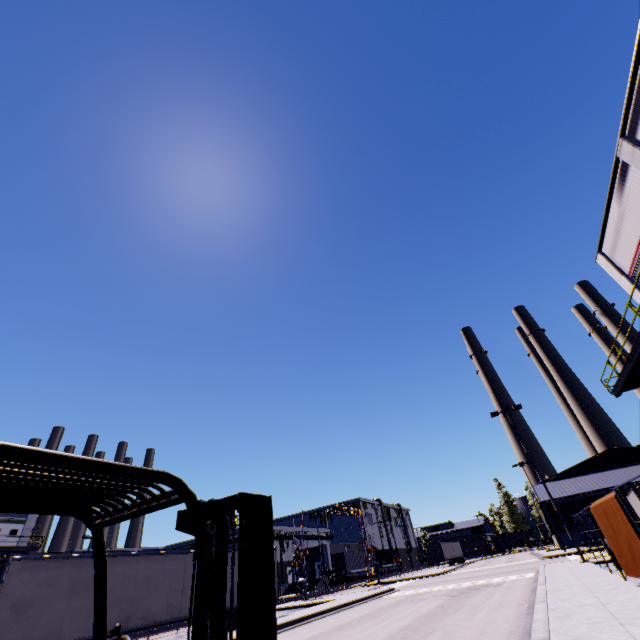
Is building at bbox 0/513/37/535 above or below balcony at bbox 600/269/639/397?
above

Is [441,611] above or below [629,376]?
below

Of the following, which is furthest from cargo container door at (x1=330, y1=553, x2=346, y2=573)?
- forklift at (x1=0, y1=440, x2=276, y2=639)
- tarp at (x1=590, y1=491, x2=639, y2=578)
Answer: forklift at (x1=0, y1=440, x2=276, y2=639)

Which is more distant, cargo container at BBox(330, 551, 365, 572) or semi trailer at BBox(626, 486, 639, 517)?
cargo container at BBox(330, 551, 365, 572)

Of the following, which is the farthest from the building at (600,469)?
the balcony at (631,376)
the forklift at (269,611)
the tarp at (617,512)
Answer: the forklift at (269,611)

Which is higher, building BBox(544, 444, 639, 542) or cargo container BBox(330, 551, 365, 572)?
building BBox(544, 444, 639, 542)

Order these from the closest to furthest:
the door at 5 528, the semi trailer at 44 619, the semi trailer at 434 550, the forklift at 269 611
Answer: the forklift at 269 611
the semi trailer at 44 619
the door at 5 528
the semi trailer at 434 550

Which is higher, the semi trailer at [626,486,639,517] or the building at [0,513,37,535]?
the building at [0,513,37,535]
